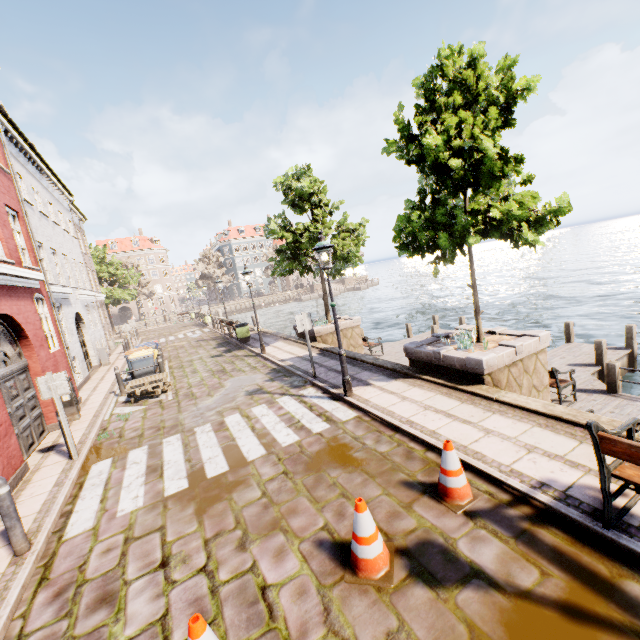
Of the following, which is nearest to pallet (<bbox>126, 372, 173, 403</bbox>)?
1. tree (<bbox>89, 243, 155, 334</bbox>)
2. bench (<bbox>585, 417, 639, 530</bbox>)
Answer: bench (<bbox>585, 417, 639, 530</bbox>)

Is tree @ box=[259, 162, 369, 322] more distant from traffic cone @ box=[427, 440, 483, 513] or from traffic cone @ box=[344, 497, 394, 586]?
traffic cone @ box=[344, 497, 394, 586]

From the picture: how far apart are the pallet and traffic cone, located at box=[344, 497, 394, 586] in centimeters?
888cm

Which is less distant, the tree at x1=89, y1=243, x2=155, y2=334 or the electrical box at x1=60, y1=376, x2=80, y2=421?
the electrical box at x1=60, y1=376, x2=80, y2=421

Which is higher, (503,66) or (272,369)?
(503,66)

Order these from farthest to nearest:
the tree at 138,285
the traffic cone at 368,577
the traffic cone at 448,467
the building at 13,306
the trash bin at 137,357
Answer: the tree at 138,285 < the trash bin at 137,357 < the building at 13,306 < the traffic cone at 448,467 < the traffic cone at 368,577

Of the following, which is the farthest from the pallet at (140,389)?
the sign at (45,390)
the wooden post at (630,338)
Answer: the wooden post at (630,338)

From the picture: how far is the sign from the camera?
6.7 meters
